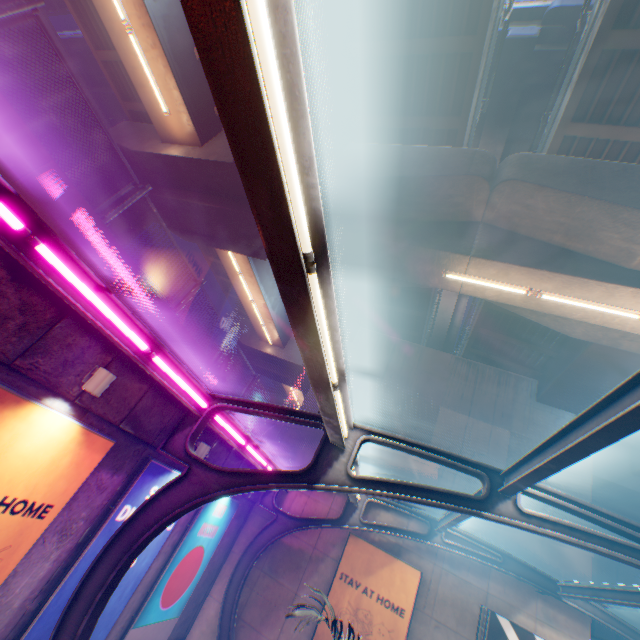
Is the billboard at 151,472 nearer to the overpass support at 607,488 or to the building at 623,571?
the overpass support at 607,488

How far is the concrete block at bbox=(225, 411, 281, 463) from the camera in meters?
10.5

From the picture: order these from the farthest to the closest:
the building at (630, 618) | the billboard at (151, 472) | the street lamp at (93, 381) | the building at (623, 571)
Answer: the building at (623, 571) < the building at (630, 618) < the billboard at (151, 472) < the street lamp at (93, 381)

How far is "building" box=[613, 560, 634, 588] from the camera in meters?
26.7

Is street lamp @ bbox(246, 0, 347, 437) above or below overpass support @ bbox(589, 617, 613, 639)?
below

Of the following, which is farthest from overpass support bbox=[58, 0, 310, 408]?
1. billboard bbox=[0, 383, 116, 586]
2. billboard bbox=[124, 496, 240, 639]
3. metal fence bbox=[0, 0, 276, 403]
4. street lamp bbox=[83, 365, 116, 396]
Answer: billboard bbox=[124, 496, 240, 639]

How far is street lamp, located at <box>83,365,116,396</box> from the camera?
5.2m

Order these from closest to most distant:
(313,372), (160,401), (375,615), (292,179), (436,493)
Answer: (292,179) → (313,372) → (436,493) → (160,401) → (375,615)
